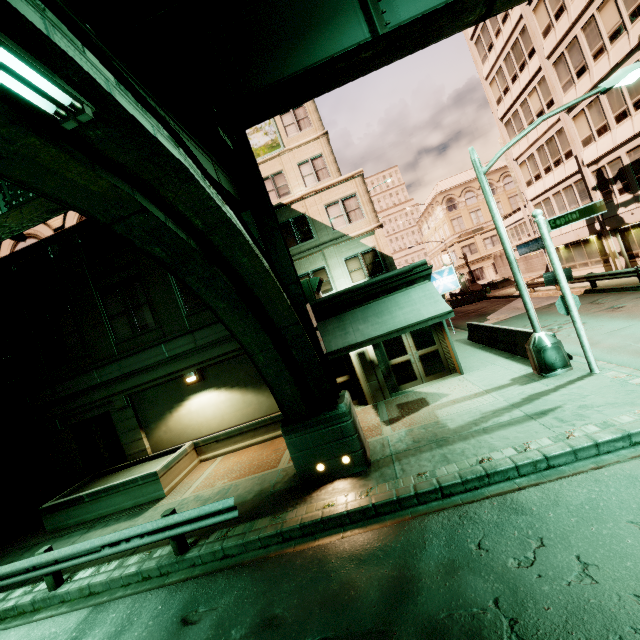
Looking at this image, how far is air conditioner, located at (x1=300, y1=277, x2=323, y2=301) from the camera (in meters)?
14.16

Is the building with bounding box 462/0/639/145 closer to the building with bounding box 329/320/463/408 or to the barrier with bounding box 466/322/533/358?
the barrier with bounding box 466/322/533/358

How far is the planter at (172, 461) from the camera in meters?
11.3 m

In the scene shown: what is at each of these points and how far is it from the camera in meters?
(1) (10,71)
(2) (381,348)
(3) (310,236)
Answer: (1) fluorescent light, 2.2
(2) building, 13.5
(3) building, 20.2

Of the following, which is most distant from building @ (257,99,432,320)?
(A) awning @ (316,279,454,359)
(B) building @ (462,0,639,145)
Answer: (B) building @ (462,0,639,145)

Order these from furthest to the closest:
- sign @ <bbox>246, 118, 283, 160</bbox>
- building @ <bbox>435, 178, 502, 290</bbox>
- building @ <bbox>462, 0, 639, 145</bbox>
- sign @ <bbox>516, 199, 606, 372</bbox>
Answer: building @ <bbox>435, 178, 502, 290</bbox>, sign @ <bbox>246, 118, 283, 160</bbox>, building @ <bbox>462, 0, 639, 145</bbox>, sign @ <bbox>516, 199, 606, 372</bbox>

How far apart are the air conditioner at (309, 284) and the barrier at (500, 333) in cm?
782

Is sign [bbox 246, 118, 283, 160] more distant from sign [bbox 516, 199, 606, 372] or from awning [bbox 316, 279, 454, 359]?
sign [bbox 516, 199, 606, 372]
